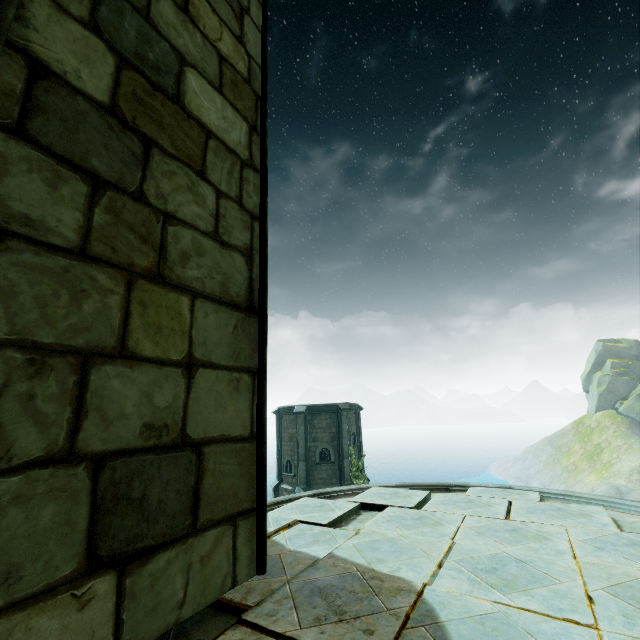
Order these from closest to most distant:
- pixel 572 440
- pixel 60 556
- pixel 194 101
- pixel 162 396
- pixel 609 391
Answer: pixel 60 556 → pixel 162 396 → pixel 194 101 → pixel 572 440 → pixel 609 391

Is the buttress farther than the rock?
No

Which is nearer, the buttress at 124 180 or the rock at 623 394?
the buttress at 124 180
